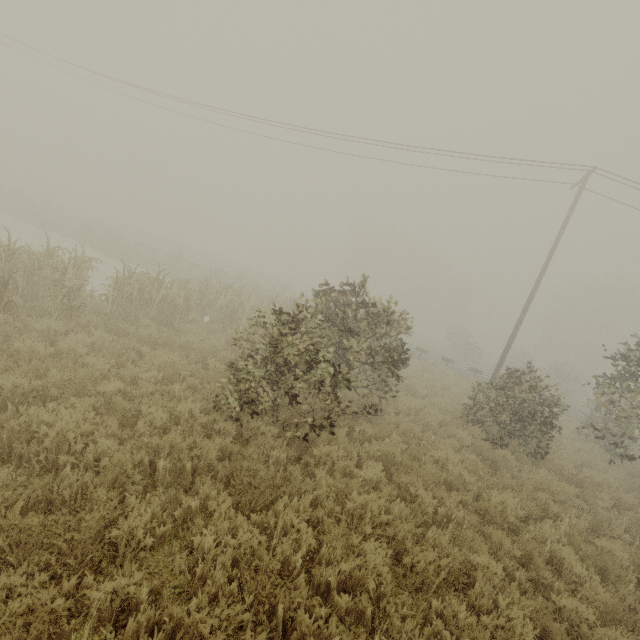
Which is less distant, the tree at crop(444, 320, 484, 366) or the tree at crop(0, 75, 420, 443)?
the tree at crop(0, 75, 420, 443)

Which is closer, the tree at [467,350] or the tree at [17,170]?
the tree at [17,170]

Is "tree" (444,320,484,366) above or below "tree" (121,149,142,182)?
below

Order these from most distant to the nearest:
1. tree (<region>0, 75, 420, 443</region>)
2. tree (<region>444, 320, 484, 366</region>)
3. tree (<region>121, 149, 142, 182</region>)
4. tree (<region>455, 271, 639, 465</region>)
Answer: tree (<region>121, 149, 142, 182</region>)
tree (<region>444, 320, 484, 366</region>)
tree (<region>455, 271, 639, 465</region>)
tree (<region>0, 75, 420, 443</region>)

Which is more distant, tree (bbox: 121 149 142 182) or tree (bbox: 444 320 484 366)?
tree (bbox: 121 149 142 182)

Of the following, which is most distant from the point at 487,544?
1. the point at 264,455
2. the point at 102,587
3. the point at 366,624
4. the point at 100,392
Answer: the point at 100,392

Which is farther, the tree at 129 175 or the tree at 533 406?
the tree at 129 175
